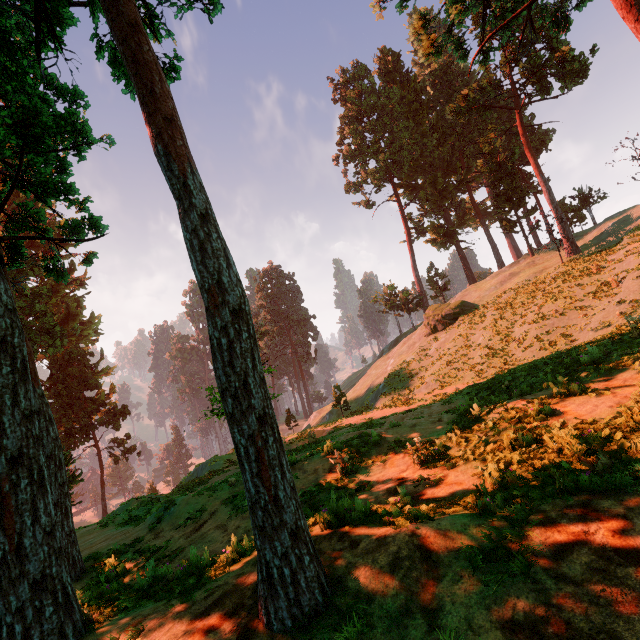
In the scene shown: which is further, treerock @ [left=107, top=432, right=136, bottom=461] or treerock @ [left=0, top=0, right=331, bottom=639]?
treerock @ [left=107, top=432, right=136, bottom=461]

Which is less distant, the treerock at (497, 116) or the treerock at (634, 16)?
the treerock at (634, 16)

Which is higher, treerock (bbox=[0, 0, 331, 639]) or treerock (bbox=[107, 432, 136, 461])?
treerock (bbox=[0, 0, 331, 639])

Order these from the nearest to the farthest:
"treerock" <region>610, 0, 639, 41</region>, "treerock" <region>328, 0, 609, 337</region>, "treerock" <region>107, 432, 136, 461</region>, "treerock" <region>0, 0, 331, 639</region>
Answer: "treerock" <region>0, 0, 331, 639</region>
"treerock" <region>610, 0, 639, 41</region>
"treerock" <region>328, 0, 609, 337</region>
"treerock" <region>107, 432, 136, 461</region>

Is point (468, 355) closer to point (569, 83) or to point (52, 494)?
point (52, 494)

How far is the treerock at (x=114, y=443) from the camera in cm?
4127
